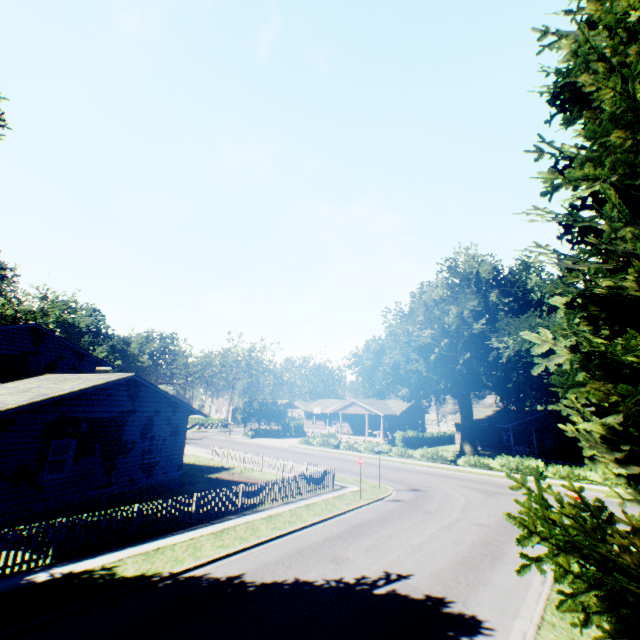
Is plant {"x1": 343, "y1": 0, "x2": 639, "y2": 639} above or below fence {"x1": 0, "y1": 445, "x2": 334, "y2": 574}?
above

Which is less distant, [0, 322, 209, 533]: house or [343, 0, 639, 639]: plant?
[343, 0, 639, 639]: plant

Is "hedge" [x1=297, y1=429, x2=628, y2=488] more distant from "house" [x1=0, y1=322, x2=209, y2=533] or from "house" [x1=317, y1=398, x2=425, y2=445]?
"house" [x1=0, y1=322, x2=209, y2=533]

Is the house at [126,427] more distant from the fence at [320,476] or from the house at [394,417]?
the house at [394,417]

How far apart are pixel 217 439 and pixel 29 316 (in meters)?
32.83

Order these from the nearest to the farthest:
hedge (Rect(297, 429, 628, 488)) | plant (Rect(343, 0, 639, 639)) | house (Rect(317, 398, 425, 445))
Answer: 1. plant (Rect(343, 0, 639, 639))
2. hedge (Rect(297, 429, 628, 488))
3. house (Rect(317, 398, 425, 445))

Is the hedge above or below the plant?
below

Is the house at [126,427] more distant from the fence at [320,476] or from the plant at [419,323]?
the fence at [320,476]
